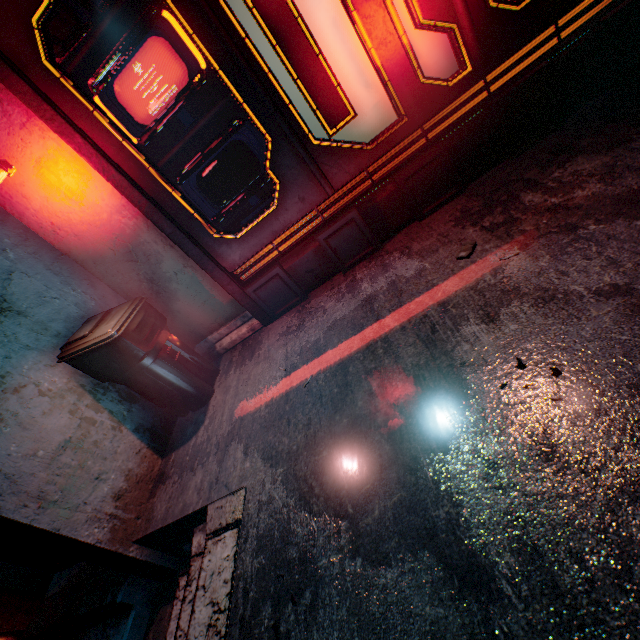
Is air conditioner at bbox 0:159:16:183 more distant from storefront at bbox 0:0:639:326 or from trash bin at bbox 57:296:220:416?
trash bin at bbox 57:296:220:416

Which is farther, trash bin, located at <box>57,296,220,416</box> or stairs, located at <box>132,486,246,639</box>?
trash bin, located at <box>57,296,220,416</box>

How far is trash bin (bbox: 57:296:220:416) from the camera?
2.3 meters

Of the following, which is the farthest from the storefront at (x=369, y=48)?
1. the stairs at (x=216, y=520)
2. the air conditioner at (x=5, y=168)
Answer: the stairs at (x=216, y=520)

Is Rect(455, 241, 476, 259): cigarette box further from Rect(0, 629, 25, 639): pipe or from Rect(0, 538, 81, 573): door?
Rect(0, 629, 25, 639): pipe

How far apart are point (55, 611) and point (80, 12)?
4.0m

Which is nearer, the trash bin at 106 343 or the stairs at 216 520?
the stairs at 216 520

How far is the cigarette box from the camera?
1.9m
